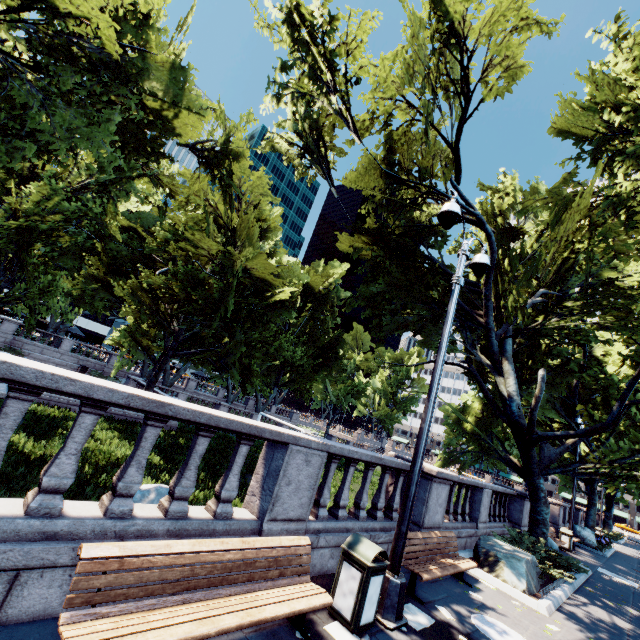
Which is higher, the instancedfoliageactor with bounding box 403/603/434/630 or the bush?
the bush

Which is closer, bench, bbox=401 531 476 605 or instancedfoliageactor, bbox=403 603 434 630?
instancedfoliageactor, bbox=403 603 434 630

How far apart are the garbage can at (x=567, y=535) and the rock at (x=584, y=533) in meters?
6.0 m

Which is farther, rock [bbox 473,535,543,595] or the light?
rock [bbox 473,535,543,595]

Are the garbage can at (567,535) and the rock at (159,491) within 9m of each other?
no

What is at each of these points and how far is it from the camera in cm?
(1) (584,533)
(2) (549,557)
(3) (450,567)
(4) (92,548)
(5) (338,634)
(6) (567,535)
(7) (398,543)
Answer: (1) rock, 2169
(2) bush, 1091
(3) bench, 682
(4) bench, 284
(5) instancedfoliageactor, 421
(6) garbage can, 1745
(7) light, 527

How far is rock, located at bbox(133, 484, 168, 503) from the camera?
9.9m

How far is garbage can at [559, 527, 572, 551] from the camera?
17.2m
